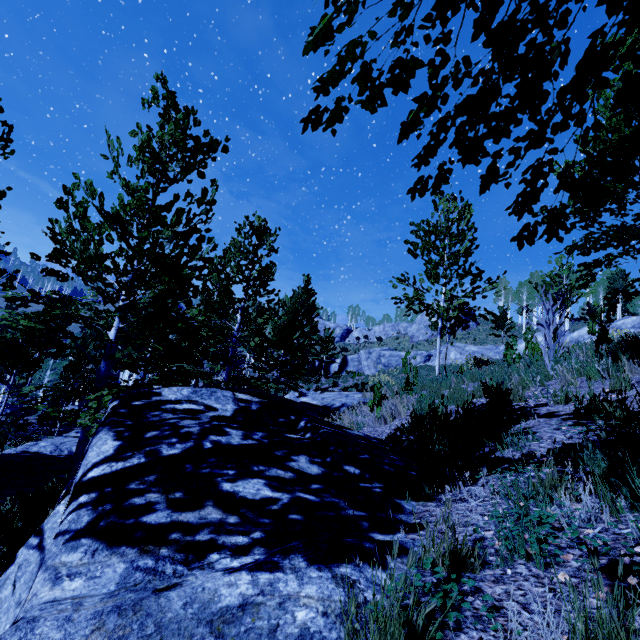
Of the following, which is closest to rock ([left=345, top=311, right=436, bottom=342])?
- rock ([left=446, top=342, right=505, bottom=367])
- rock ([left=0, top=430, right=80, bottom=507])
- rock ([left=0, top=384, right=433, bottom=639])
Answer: rock ([left=446, top=342, right=505, bottom=367])

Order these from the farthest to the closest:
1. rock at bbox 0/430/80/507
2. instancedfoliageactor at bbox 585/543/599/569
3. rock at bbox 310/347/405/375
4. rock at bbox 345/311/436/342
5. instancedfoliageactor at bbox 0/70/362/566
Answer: rock at bbox 345/311/436/342 → rock at bbox 310/347/405/375 → rock at bbox 0/430/80/507 → instancedfoliageactor at bbox 0/70/362/566 → instancedfoliageactor at bbox 585/543/599/569

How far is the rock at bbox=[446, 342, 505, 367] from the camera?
12.26m

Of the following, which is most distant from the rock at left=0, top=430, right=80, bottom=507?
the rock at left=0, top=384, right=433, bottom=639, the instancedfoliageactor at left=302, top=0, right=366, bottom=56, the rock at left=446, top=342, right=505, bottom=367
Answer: the rock at left=446, top=342, right=505, bottom=367

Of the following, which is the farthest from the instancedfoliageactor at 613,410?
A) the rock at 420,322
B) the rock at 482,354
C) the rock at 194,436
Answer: the rock at 420,322

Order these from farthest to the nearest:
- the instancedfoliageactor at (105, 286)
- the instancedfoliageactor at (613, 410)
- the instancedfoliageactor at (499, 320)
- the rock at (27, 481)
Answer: the instancedfoliageactor at (499, 320), the rock at (27, 481), the instancedfoliageactor at (105, 286), the instancedfoliageactor at (613, 410)

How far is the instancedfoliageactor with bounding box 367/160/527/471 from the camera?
3.48m

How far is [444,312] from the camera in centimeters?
1071cm
